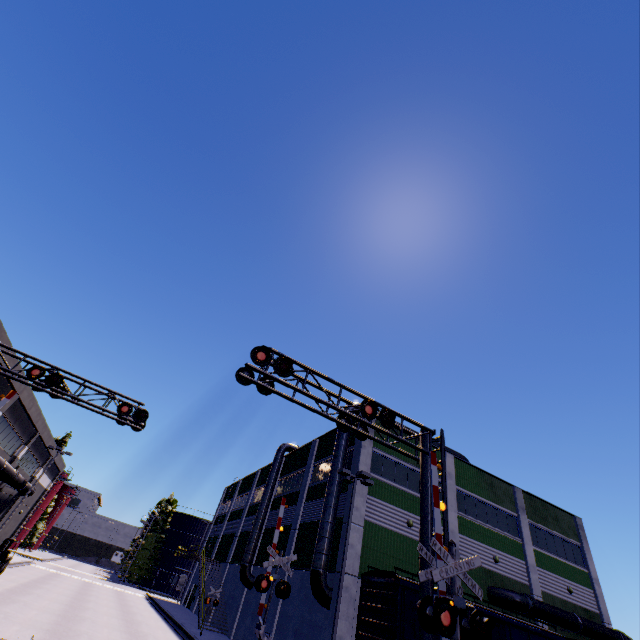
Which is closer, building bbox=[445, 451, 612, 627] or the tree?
building bbox=[445, 451, 612, 627]

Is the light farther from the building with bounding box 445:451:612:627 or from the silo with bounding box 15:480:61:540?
the silo with bounding box 15:480:61:540

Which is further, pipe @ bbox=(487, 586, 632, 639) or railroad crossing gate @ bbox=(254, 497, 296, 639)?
pipe @ bbox=(487, 586, 632, 639)

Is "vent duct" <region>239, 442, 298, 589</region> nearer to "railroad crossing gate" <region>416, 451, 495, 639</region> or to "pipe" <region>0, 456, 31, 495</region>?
"pipe" <region>0, 456, 31, 495</region>

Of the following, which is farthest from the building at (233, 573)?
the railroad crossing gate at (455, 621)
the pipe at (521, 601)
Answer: the railroad crossing gate at (455, 621)

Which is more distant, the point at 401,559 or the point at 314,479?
the point at 314,479

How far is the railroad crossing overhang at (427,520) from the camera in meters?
10.0

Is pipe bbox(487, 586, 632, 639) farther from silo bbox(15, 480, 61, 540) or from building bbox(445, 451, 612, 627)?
silo bbox(15, 480, 61, 540)
